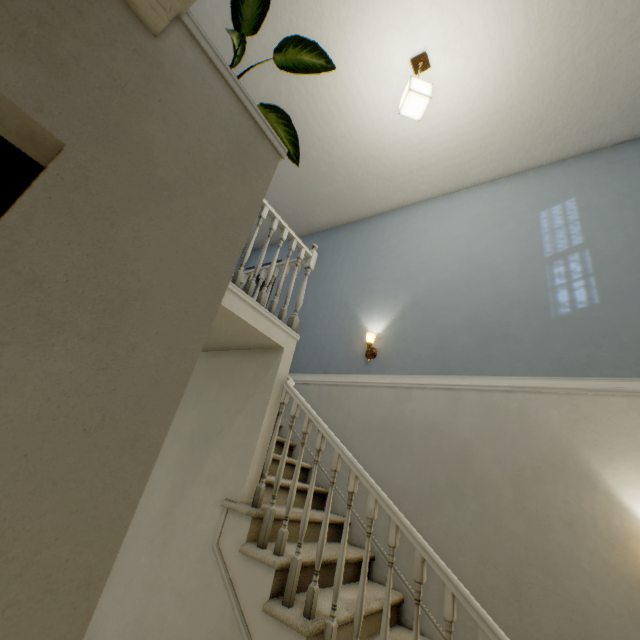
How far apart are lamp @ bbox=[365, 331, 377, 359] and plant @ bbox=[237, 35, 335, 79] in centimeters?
203cm

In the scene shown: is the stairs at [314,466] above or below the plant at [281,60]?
below

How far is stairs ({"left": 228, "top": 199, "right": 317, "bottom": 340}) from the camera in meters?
2.3

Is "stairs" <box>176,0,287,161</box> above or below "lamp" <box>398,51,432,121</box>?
below

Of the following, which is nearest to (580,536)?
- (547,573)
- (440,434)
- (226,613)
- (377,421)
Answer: (547,573)

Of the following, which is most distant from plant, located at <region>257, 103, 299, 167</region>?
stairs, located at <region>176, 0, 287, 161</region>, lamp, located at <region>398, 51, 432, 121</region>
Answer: lamp, located at <region>398, 51, 432, 121</region>

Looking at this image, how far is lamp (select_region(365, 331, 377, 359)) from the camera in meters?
3.5

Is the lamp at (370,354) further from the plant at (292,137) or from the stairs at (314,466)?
the plant at (292,137)
